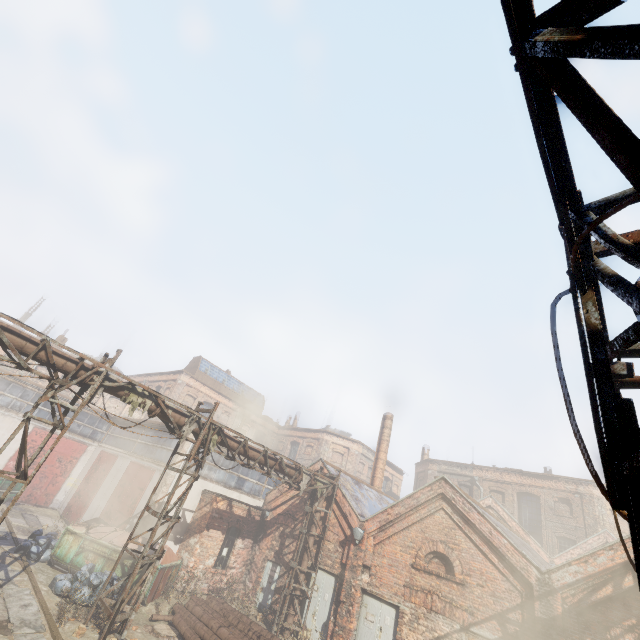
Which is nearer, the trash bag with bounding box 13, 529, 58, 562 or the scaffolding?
the scaffolding

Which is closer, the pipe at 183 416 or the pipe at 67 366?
the pipe at 67 366

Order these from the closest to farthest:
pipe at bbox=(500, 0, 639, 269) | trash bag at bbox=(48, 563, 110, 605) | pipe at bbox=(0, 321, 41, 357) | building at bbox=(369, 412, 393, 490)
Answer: pipe at bbox=(500, 0, 639, 269) < pipe at bbox=(0, 321, 41, 357) < trash bag at bbox=(48, 563, 110, 605) < building at bbox=(369, 412, 393, 490)

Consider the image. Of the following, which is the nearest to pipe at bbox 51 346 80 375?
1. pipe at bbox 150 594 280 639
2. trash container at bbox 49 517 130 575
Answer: pipe at bbox 150 594 280 639

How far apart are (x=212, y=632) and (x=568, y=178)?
15.6 meters

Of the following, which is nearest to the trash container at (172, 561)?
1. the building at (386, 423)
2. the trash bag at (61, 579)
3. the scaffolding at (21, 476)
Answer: the trash bag at (61, 579)

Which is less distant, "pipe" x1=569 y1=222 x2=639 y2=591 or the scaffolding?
"pipe" x1=569 y1=222 x2=639 y2=591

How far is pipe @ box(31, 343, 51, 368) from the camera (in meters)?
8.84
